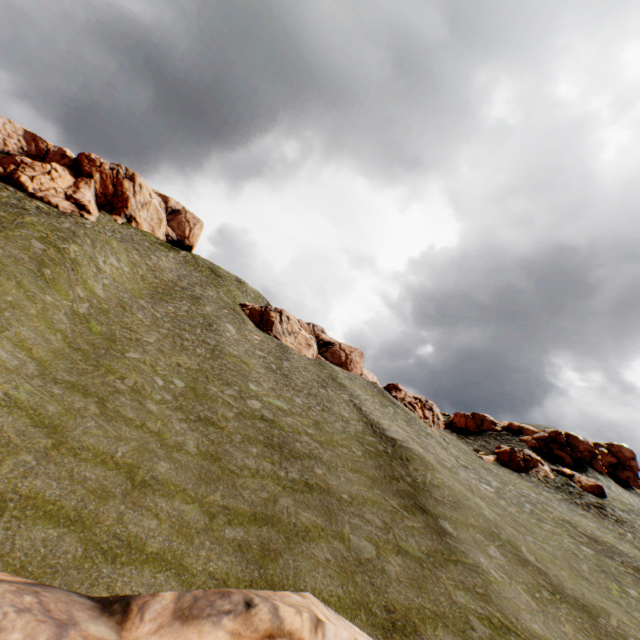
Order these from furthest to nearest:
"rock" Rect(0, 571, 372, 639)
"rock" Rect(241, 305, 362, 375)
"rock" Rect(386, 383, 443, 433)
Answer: "rock" Rect(241, 305, 362, 375) < "rock" Rect(386, 383, 443, 433) < "rock" Rect(0, 571, 372, 639)

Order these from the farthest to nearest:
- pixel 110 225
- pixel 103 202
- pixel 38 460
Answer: pixel 103 202
pixel 110 225
pixel 38 460

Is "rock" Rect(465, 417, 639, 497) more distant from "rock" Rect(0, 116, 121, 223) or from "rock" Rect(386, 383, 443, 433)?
"rock" Rect(0, 116, 121, 223)

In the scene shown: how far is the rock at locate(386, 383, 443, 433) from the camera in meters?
49.6 m

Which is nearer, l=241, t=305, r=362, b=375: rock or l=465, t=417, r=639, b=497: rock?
l=465, t=417, r=639, b=497: rock

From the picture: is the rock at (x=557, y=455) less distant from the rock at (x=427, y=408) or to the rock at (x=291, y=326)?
the rock at (x=427, y=408)

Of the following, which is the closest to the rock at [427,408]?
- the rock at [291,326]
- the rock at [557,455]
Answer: the rock at [557,455]

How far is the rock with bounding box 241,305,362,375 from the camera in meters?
54.1
